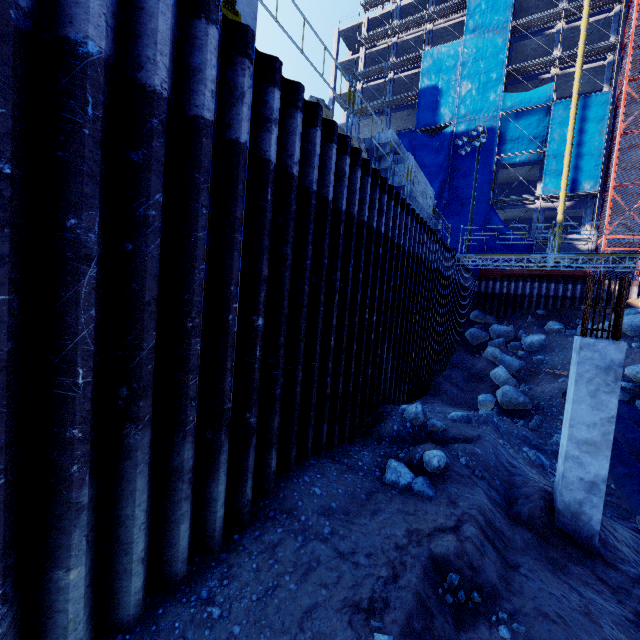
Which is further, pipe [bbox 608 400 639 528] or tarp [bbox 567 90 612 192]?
tarp [bbox 567 90 612 192]

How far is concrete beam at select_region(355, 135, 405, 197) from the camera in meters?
10.8

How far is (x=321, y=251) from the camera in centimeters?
532cm

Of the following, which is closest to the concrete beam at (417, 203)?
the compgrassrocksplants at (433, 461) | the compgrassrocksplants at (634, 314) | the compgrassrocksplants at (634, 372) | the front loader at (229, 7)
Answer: the front loader at (229, 7)

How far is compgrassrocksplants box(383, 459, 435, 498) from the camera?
5.45m

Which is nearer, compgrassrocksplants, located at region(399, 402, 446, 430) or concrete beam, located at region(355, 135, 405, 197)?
compgrassrocksplants, located at region(399, 402, 446, 430)

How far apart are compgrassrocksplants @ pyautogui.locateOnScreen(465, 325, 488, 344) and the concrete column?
15.5 meters

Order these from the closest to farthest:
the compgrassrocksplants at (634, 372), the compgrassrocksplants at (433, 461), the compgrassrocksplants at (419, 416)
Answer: the compgrassrocksplants at (433, 461) < the compgrassrocksplants at (419, 416) < the compgrassrocksplants at (634, 372)
